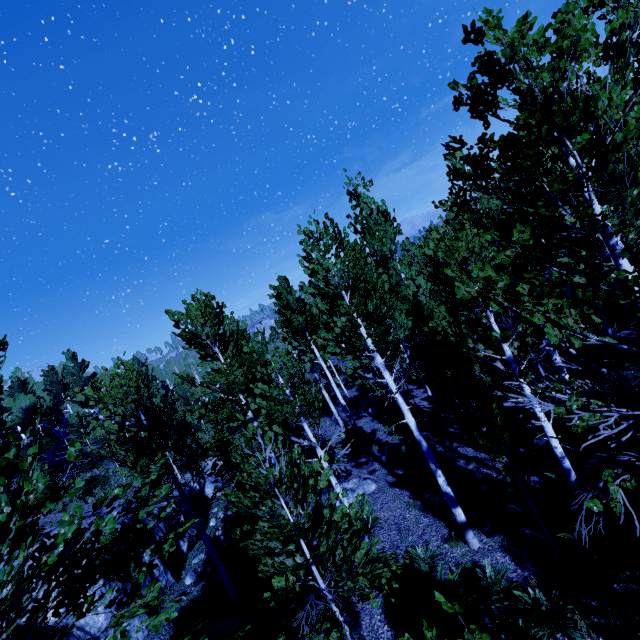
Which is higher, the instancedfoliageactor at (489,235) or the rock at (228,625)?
the instancedfoliageactor at (489,235)

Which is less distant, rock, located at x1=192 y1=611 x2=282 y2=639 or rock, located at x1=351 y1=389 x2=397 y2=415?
rock, located at x1=192 y1=611 x2=282 y2=639

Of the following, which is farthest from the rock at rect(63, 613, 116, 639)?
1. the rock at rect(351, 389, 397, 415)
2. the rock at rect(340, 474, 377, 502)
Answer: the rock at rect(351, 389, 397, 415)

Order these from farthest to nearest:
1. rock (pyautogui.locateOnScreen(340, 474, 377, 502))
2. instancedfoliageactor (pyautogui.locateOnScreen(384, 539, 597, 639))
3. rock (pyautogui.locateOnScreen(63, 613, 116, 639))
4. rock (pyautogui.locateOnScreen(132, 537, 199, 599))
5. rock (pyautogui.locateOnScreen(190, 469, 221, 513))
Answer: rock (pyautogui.locateOnScreen(190, 469, 221, 513)) < rock (pyautogui.locateOnScreen(340, 474, 377, 502)) < rock (pyautogui.locateOnScreen(132, 537, 199, 599)) < rock (pyautogui.locateOnScreen(63, 613, 116, 639)) < instancedfoliageactor (pyautogui.locateOnScreen(384, 539, 597, 639))

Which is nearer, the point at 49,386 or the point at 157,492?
the point at 157,492

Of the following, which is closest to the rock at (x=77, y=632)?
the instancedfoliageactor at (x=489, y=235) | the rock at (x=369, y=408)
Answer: the instancedfoliageactor at (x=489, y=235)

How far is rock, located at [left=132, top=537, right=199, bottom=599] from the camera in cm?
945
